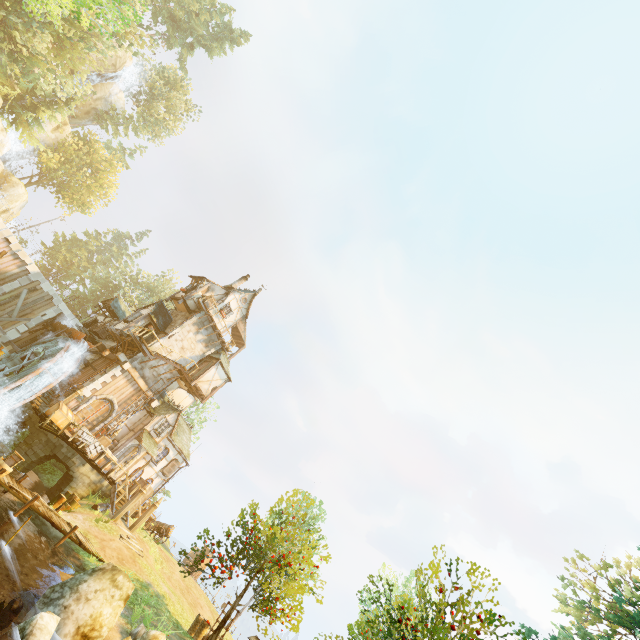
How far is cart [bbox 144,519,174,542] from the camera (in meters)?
23.66

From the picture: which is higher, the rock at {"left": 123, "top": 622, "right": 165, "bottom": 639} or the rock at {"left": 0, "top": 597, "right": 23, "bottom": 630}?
the rock at {"left": 123, "top": 622, "right": 165, "bottom": 639}

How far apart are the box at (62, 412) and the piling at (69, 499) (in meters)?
3.72

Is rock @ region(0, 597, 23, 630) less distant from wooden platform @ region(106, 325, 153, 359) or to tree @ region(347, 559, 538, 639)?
tree @ region(347, 559, 538, 639)

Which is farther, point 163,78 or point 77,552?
point 163,78

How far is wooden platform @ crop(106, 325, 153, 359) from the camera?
23.85m

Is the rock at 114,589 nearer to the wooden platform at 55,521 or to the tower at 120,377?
the wooden platform at 55,521

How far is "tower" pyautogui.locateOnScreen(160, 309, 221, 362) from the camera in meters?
27.5
